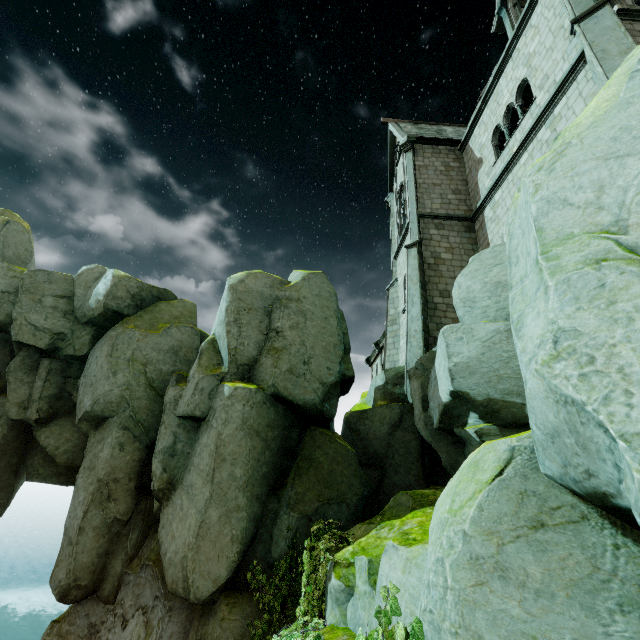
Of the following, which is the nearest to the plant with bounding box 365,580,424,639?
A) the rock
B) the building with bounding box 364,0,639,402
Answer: the rock

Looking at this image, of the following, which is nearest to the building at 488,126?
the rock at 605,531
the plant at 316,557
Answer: the rock at 605,531

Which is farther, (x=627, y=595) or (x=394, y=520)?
(x=394, y=520)

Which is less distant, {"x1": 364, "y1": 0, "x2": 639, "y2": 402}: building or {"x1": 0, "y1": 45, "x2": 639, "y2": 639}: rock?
{"x1": 0, "y1": 45, "x2": 639, "y2": 639}: rock

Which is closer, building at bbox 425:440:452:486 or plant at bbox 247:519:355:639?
plant at bbox 247:519:355:639

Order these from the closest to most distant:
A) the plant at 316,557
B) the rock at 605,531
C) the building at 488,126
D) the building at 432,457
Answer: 1. the rock at 605,531
2. the plant at 316,557
3. the building at 488,126
4. the building at 432,457
